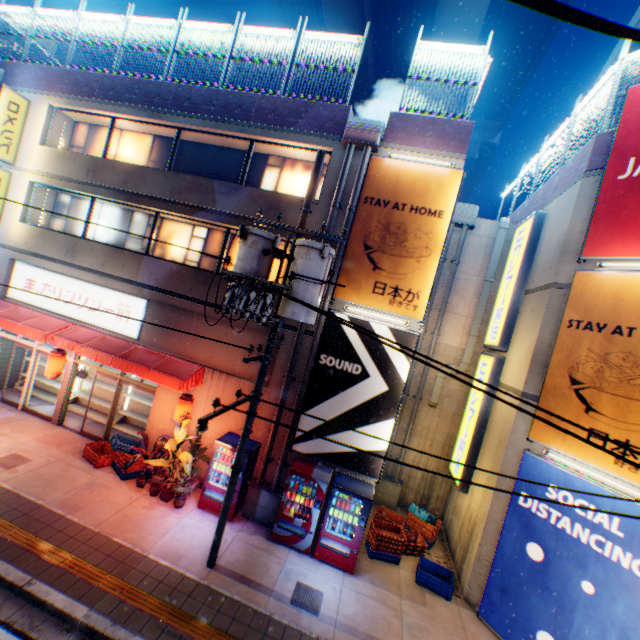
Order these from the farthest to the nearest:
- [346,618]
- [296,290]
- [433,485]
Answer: [433,485], [346,618], [296,290]

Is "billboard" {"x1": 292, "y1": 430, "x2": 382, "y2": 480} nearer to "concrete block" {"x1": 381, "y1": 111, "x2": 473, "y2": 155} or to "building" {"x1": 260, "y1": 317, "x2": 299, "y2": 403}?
"building" {"x1": 260, "y1": 317, "x2": 299, "y2": 403}

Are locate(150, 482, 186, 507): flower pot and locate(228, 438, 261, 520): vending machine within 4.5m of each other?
yes

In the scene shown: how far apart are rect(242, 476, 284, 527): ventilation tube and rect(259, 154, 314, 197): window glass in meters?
8.9 m

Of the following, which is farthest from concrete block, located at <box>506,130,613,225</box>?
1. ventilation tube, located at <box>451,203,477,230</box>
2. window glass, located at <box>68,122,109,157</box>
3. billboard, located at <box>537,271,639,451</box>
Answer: window glass, located at <box>68,122,109,157</box>

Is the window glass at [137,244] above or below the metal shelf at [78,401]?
above

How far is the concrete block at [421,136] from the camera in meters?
9.1

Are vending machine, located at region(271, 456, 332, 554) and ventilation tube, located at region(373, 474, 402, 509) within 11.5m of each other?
yes
